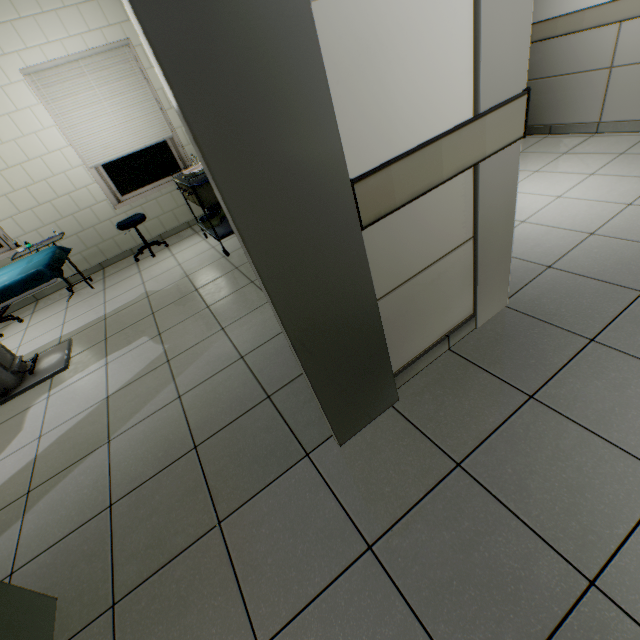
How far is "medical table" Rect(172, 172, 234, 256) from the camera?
3.48m

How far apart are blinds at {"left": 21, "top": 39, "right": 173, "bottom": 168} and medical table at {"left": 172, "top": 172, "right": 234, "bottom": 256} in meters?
0.9 m

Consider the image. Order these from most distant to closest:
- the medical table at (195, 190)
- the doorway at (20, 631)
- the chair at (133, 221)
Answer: the chair at (133, 221)
the medical table at (195, 190)
the doorway at (20, 631)

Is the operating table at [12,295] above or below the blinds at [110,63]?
below

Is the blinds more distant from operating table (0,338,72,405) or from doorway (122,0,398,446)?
doorway (122,0,398,446)

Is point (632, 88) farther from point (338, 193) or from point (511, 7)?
point (338, 193)

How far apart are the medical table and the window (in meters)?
1.03

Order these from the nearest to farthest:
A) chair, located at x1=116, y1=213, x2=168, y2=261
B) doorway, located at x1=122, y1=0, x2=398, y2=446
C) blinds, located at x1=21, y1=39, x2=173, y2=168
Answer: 1. doorway, located at x1=122, y1=0, x2=398, y2=446
2. blinds, located at x1=21, y1=39, x2=173, y2=168
3. chair, located at x1=116, y1=213, x2=168, y2=261
